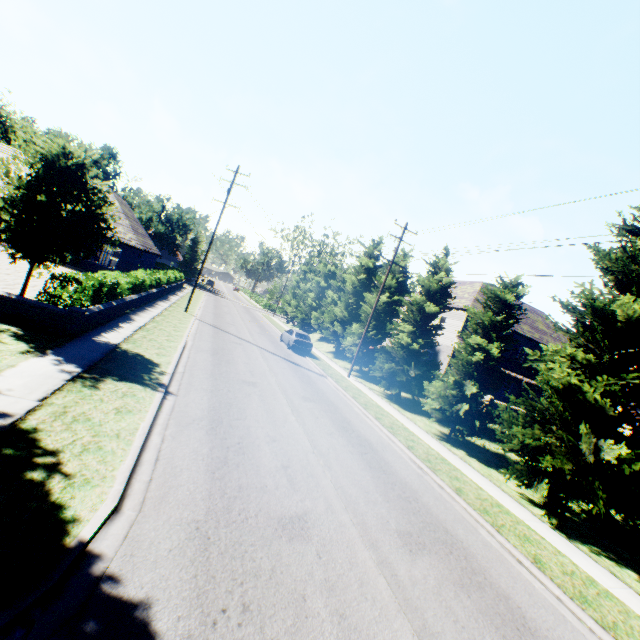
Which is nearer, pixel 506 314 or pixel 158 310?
pixel 506 314

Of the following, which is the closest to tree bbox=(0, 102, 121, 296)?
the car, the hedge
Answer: the car

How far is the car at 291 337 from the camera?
25.9m

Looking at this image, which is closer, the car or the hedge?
the hedge

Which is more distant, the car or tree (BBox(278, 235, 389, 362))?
tree (BBox(278, 235, 389, 362))

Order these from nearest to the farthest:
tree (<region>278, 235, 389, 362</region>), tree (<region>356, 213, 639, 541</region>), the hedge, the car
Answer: tree (<region>356, 213, 639, 541</region>) → the hedge → the car → tree (<region>278, 235, 389, 362</region>)

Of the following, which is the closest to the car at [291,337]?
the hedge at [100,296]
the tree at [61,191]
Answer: the tree at [61,191]

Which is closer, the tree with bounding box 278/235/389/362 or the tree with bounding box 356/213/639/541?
the tree with bounding box 356/213/639/541
